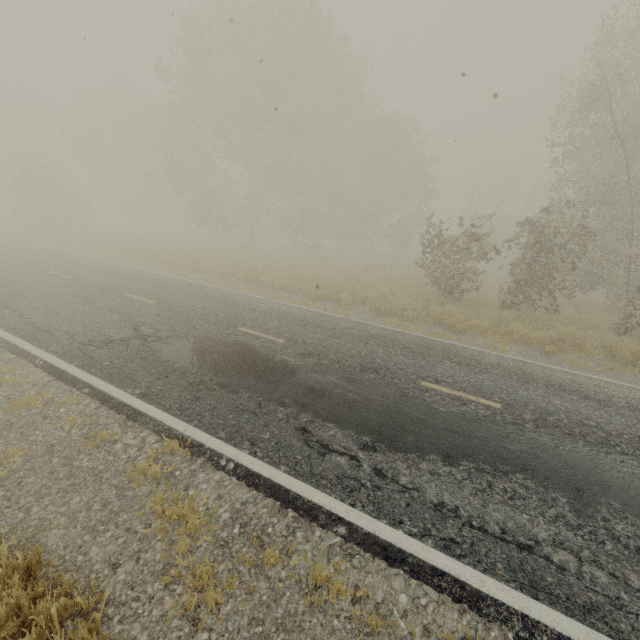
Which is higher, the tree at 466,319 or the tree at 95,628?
the tree at 466,319

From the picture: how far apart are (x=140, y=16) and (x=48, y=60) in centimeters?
1235cm

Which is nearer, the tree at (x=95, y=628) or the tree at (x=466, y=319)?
the tree at (x=95, y=628)

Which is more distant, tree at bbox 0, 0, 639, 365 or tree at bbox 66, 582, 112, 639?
tree at bbox 0, 0, 639, 365

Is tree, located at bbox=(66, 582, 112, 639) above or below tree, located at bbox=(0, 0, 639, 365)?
below
